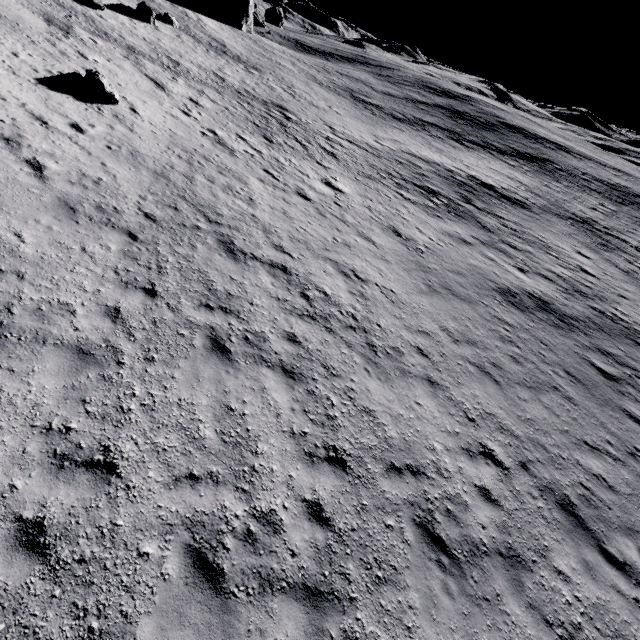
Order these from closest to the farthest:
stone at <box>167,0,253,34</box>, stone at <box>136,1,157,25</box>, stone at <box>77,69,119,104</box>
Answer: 1. stone at <box>77,69,119,104</box>
2. stone at <box>136,1,157,25</box>
3. stone at <box>167,0,253,34</box>

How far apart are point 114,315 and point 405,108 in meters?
52.7

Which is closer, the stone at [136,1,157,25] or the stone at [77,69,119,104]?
the stone at [77,69,119,104]

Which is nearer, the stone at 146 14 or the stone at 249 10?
the stone at 146 14

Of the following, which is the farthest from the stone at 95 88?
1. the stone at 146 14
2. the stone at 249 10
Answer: the stone at 249 10

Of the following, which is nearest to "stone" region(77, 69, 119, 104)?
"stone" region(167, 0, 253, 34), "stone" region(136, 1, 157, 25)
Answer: "stone" region(136, 1, 157, 25)
